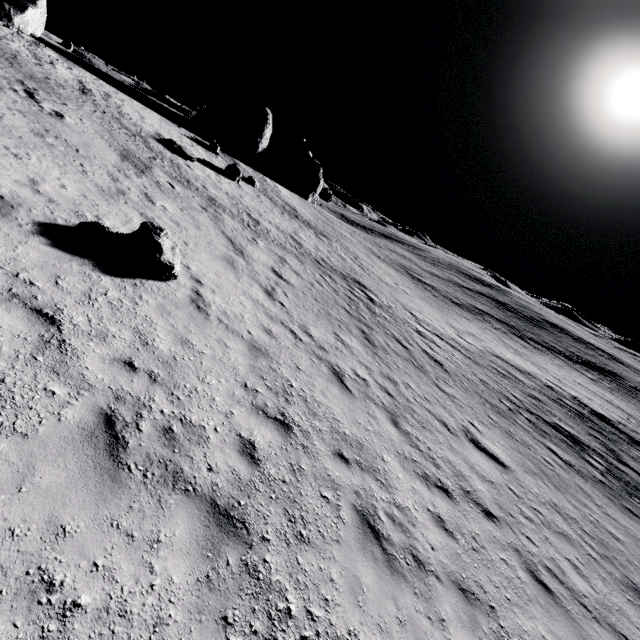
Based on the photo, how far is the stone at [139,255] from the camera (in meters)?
7.58

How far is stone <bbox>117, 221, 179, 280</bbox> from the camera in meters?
7.6

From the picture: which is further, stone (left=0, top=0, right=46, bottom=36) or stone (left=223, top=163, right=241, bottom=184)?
stone (left=223, top=163, right=241, bottom=184)

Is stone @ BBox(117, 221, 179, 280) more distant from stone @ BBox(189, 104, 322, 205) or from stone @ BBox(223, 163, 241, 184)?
stone @ BBox(189, 104, 322, 205)

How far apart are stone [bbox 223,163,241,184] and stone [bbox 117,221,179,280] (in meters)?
20.01

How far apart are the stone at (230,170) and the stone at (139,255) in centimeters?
2001cm

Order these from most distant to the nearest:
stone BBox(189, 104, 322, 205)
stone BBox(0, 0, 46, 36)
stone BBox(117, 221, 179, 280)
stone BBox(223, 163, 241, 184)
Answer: stone BBox(189, 104, 322, 205)
stone BBox(223, 163, 241, 184)
stone BBox(0, 0, 46, 36)
stone BBox(117, 221, 179, 280)

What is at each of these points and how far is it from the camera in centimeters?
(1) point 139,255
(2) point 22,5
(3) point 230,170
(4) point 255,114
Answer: (1) stone, 758cm
(2) stone, 957cm
(3) stone, 2609cm
(4) stone, 3734cm
